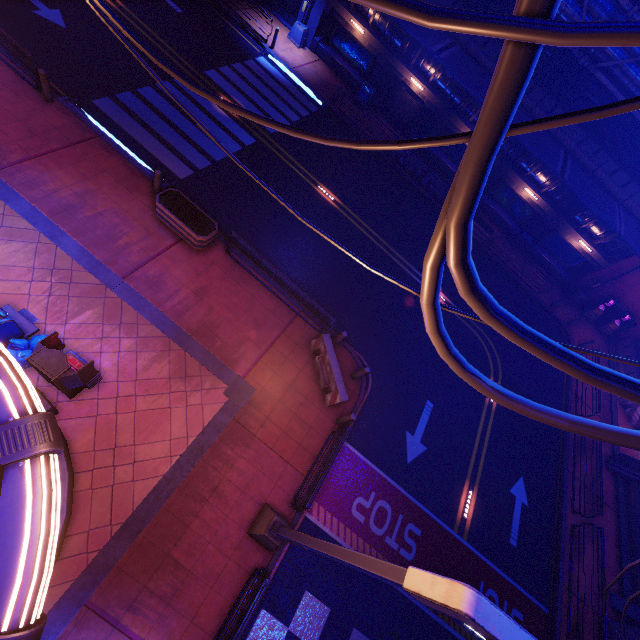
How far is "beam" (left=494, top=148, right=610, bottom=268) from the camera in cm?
2062

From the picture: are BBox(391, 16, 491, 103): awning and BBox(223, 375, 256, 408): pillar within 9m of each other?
no

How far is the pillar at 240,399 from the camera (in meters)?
10.17

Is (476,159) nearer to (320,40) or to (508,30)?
(508,30)

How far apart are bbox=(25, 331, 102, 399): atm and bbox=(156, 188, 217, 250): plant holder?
5.0m

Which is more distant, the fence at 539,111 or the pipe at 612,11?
the fence at 539,111

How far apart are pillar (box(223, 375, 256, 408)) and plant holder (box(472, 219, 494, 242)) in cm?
1741

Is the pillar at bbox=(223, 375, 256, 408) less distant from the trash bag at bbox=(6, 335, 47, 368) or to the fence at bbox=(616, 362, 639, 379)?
the trash bag at bbox=(6, 335, 47, 368)
